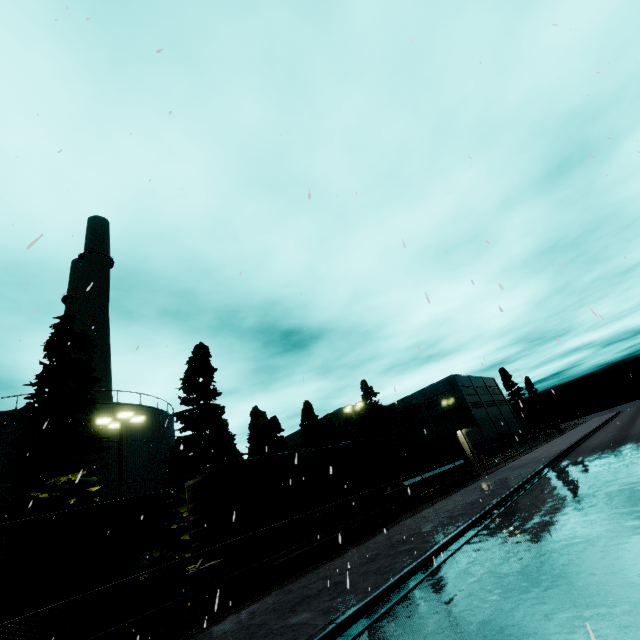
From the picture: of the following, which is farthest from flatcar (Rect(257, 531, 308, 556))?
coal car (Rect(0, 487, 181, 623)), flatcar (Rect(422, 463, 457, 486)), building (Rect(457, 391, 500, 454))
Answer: building (Rect(457, 391, 500, 454))

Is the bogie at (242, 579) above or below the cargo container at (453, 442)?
below

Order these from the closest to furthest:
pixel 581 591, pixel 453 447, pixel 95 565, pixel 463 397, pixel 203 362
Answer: pixel 581 591, pixel 95 565, pixel 203 362, pixel 453 447, pixel 463 397

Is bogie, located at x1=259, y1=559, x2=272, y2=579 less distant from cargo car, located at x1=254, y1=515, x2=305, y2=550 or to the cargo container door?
cargo car, located at x1=254, y1=515, x2=305, y2=550

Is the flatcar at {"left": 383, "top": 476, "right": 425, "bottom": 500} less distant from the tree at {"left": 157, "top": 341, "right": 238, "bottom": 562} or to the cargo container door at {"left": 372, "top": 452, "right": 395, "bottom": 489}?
the cargo container door at {"left": 372, "top": 452, "right": 395, "bottom": 489}

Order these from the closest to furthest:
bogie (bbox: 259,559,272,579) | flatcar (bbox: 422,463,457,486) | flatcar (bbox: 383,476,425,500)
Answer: bogie (bbox: 259,559,272,579)
flatcar (bbox: 383,476,425,500)
flatcar (bbox: 422,463,457,486)

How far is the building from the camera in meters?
52.4

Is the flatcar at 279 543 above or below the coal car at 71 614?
below
